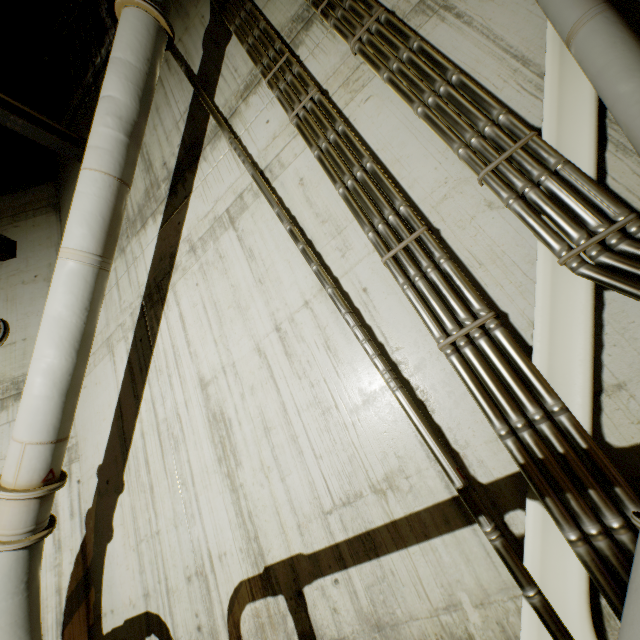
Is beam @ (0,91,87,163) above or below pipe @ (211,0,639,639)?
above

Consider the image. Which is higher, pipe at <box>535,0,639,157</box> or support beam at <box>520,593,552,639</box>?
pipe at <box>535,0,639,157</box>

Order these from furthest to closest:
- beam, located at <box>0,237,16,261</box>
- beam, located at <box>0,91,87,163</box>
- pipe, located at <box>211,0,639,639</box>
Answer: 1. beam, located at <box>0,237,16,261</box>
2. beam, located at <box>0,91,87,163</box>
3. pipe, located at <box>211,0,639,639</box>

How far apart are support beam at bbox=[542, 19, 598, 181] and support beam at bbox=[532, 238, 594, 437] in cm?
33

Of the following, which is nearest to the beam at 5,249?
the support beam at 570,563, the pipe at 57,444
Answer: the pipe at 57,444

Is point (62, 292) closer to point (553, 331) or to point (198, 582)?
point (198, 582)

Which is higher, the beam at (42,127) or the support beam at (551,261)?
the beam at (42,127)

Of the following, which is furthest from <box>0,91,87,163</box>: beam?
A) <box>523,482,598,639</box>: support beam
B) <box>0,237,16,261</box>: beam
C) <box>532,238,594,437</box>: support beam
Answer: <box>532,238,594,437</box>: support beam
